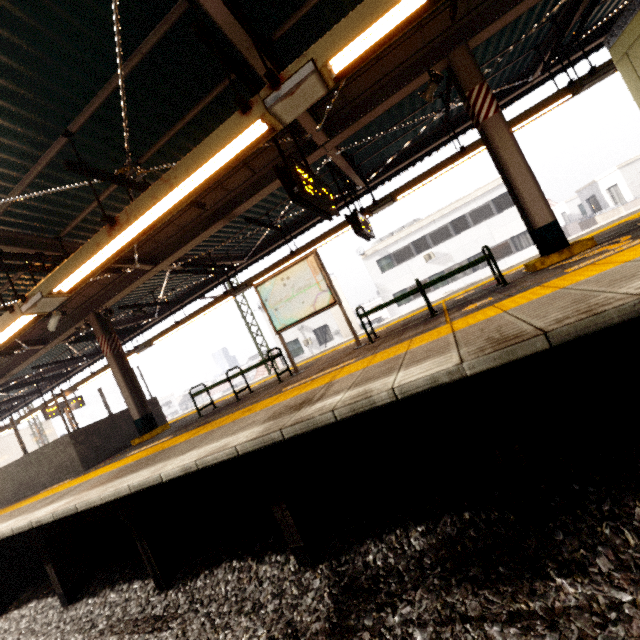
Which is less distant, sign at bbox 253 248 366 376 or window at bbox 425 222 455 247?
sign at bbox 253 248 366 376

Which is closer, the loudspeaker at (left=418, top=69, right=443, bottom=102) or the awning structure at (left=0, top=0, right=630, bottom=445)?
the awning structure at (left=0, top=0, right=630, bottom=445)

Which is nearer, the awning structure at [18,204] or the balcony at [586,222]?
the awning structure at [18,204]

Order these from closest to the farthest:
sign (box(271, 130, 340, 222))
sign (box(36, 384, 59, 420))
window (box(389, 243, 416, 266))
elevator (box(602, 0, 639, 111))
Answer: sign (box(271, 130, 340, 222))
elevator (box(602, 0, 639, 111))
sign (box(36, 384, 59, 420))
window (box(389, 243, 416, 266))

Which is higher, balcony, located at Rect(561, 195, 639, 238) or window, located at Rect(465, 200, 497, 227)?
window, located at Rect(465, 200, 497, 227)

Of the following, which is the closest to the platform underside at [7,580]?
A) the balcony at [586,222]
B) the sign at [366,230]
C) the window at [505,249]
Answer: the sign at [366,230]

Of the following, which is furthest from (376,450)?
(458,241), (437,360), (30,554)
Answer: (458,241)

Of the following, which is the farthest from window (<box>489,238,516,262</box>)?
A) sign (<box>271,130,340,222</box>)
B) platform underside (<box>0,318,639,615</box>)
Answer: platform underside (<box>0,318,639,615</box>)
